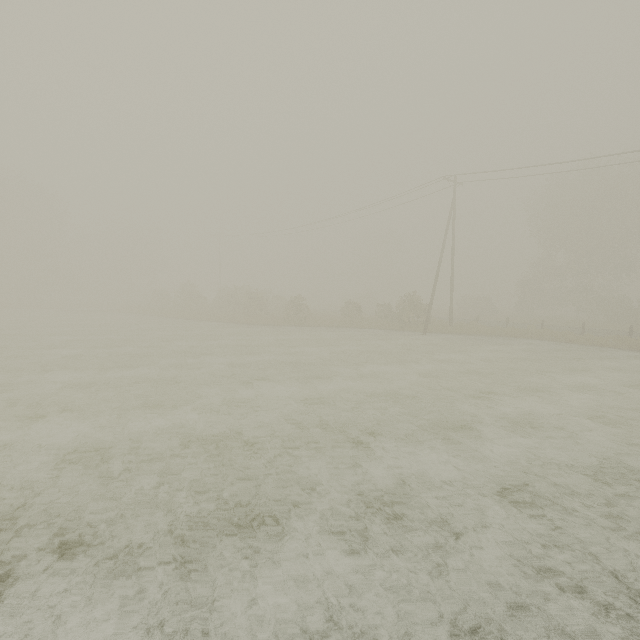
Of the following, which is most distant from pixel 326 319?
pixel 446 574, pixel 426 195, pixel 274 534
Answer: pixel 446 574
